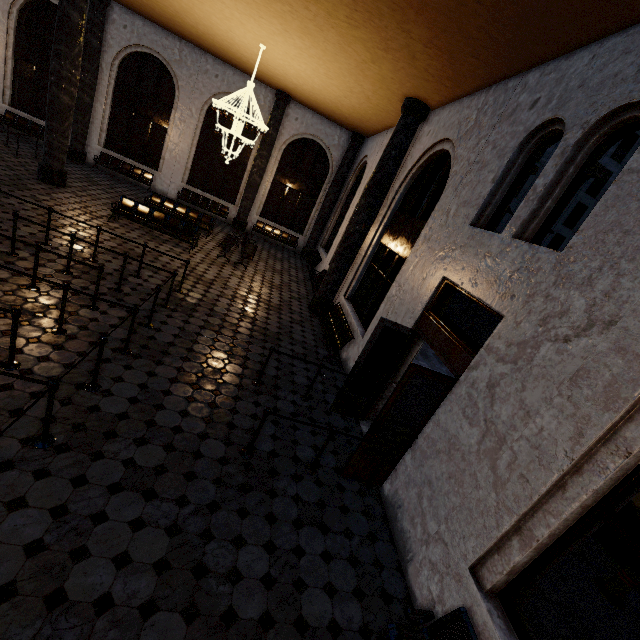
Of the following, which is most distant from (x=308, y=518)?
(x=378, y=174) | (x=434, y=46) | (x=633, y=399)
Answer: (x=378, y=174)

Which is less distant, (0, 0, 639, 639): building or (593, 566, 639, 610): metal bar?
(0, 0, 639, 639): building

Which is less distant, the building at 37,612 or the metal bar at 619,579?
the building at 37,612
